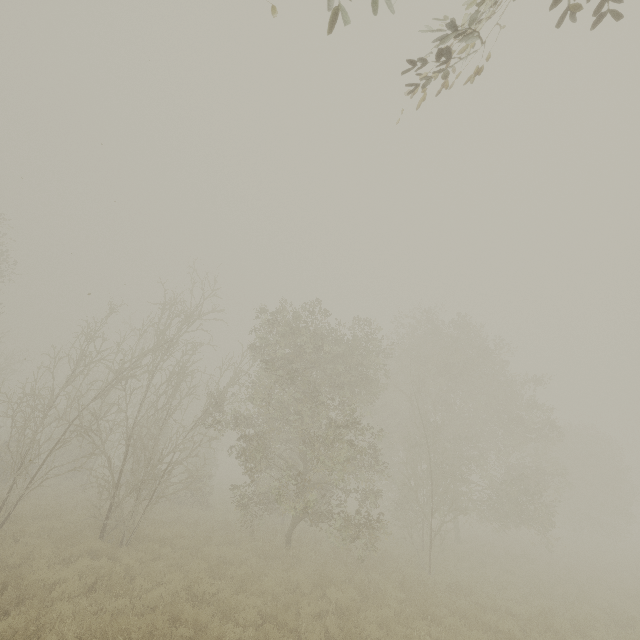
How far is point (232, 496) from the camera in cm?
2836
